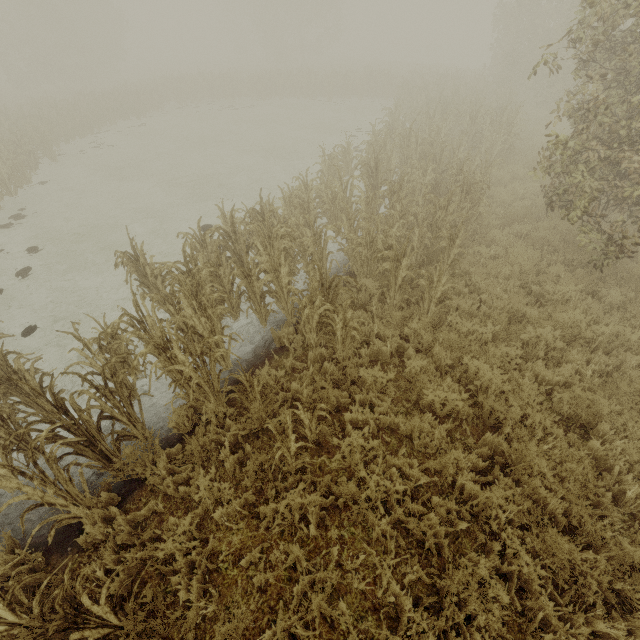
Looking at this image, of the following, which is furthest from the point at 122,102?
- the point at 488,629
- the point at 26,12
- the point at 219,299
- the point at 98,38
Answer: the point at 488,629
